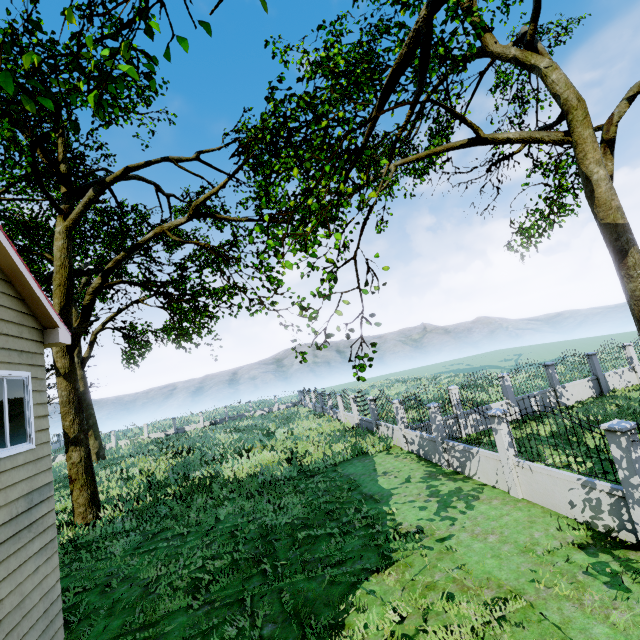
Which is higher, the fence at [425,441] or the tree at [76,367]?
Result: the tree at [76,367]

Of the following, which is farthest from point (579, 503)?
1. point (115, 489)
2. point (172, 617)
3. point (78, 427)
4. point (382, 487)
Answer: point (115, 489)

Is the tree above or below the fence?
above

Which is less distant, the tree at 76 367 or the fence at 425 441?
the tree at 76 367

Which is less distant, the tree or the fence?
the tree
